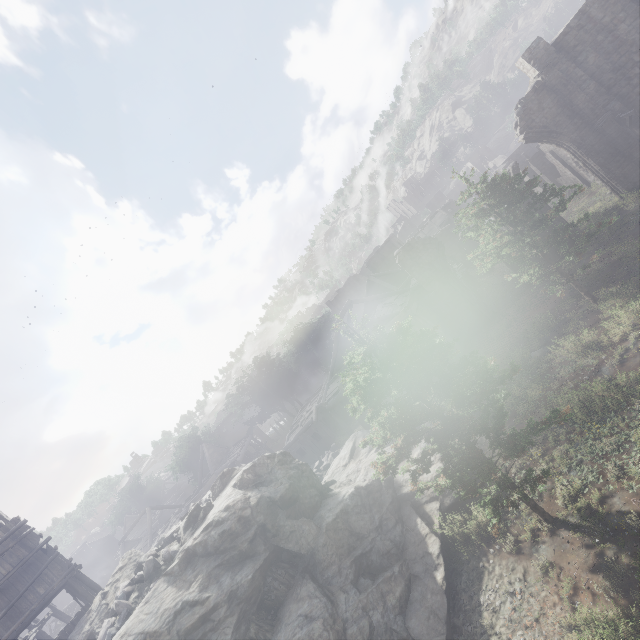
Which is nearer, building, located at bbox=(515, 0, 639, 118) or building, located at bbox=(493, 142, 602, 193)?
building, located at bbox=(515, 0, 639, 118)

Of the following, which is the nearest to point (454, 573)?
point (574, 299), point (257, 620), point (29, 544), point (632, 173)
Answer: point (257, 620)

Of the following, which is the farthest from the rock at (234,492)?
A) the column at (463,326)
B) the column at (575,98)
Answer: the column at (575,98)

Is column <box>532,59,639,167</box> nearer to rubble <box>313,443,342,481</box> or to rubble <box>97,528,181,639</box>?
rubble <box>313,443,342,481</box>

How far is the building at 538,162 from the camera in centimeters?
2780cm

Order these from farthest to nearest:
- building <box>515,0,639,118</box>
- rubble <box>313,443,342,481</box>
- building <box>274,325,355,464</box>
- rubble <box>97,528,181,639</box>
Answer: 1. building <box>274,325,355,464</box>
2. rubble <box>313,443,342,481</box>
3. building <box>515,0,639,118</box>
4. rubble <box>97,528,181,639</box>

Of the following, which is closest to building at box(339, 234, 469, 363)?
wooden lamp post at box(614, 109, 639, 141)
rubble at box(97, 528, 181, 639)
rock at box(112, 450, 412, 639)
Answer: rock at box(112, 450, 412, 639)

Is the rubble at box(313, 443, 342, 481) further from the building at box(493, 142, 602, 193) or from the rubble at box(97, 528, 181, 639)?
the rubble at box(97, 528, 181, 639)
